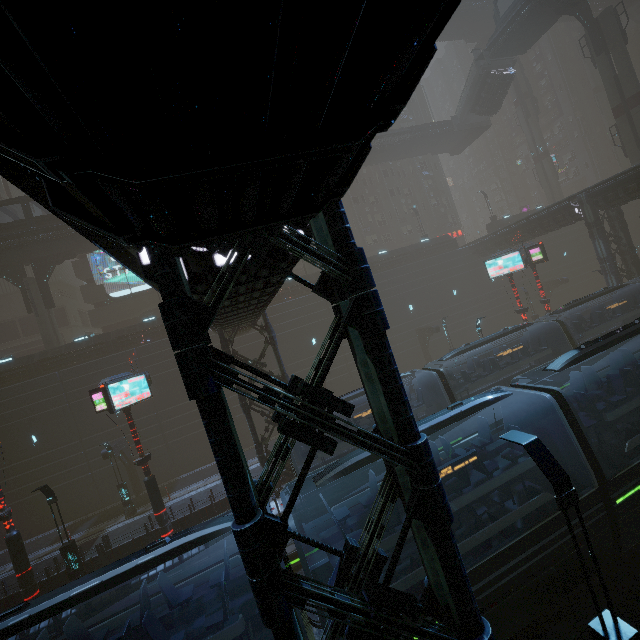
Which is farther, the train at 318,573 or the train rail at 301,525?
the train rail at 301,525

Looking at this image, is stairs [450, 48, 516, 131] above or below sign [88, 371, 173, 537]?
above

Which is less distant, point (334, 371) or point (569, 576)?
point (569, 576)

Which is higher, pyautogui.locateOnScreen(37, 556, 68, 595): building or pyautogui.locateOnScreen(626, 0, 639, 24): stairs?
pyautogui.locateOnScreen(626, 0, 639, 24): stairs

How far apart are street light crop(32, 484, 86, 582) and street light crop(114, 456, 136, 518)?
6.6 meters

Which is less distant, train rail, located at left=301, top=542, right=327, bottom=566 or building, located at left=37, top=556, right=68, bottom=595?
train rail, located at left=301, top=542, right=327, bottom=566

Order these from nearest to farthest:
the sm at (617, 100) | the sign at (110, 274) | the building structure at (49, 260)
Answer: the sm at (617, 100) → the building structure at (49, 260) → the sign at (110, 274)

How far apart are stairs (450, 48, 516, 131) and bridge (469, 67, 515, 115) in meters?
0.0 m
